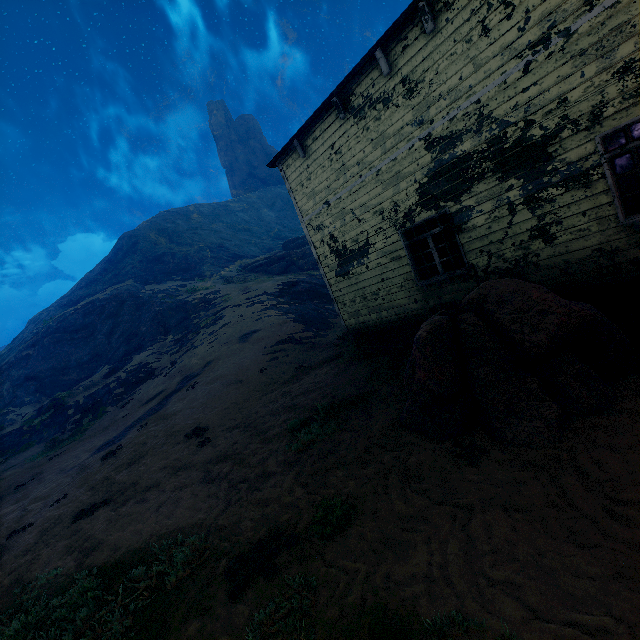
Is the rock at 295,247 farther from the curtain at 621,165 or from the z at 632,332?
the curtain at 621,165

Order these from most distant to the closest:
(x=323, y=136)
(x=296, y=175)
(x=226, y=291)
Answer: (x=226, y=291)
(x=296, y=175)
(x=323, y=136)

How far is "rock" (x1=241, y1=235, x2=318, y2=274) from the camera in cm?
3516

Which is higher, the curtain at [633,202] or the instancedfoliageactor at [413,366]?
the curtain at [633,202]

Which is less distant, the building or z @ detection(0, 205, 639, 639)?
z @ detection(0, 205, 639, 639)

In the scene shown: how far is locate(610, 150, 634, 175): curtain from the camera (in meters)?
5.14

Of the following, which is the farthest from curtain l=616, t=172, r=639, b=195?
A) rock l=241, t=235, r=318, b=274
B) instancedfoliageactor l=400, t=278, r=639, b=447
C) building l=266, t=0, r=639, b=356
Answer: rock l=241, t=235, r=318, b=274

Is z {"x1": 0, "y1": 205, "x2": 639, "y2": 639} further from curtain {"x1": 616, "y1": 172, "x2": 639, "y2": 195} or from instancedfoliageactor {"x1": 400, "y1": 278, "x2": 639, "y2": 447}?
curtain {"x1": 616, "y1": 172, "x2": 639, "y2": 195}
